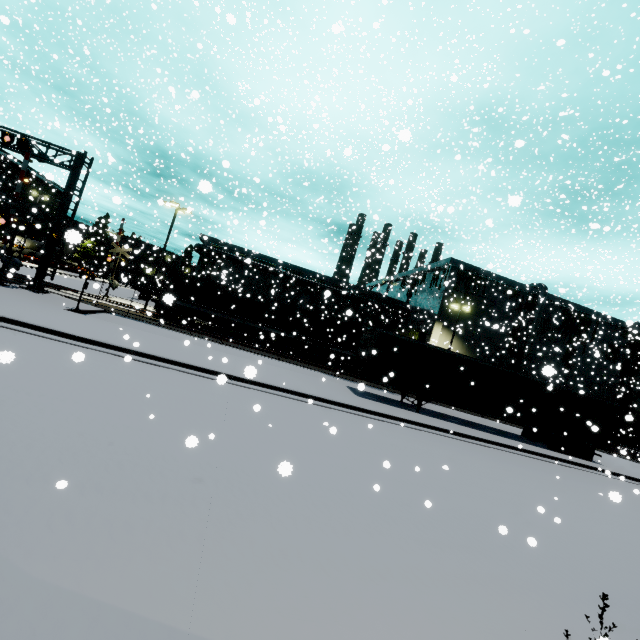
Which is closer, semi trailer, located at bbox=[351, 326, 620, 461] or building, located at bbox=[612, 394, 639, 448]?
semi trailer, located at bbox=[351, 326, 620, 461]

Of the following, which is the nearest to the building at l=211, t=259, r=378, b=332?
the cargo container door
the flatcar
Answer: the flatcar

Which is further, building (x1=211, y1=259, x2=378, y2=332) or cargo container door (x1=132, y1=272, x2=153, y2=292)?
cargo container door (x1=132, y1=272, x2=153, y2=292)

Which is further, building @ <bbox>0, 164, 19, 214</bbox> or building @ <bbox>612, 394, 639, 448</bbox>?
building @ <bbox>0, 164, 19, 214</bbox>

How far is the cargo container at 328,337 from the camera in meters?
28.2 m

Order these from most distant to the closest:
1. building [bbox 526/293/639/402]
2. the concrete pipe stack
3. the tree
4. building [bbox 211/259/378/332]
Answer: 1. the concrete pipe stack
2. the tree
3. building [bbox 526/293/639/402]
4. building [bbox 211/259/378/332]

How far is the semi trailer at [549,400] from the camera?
16.9 meters

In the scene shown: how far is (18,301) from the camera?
14.5 meters
